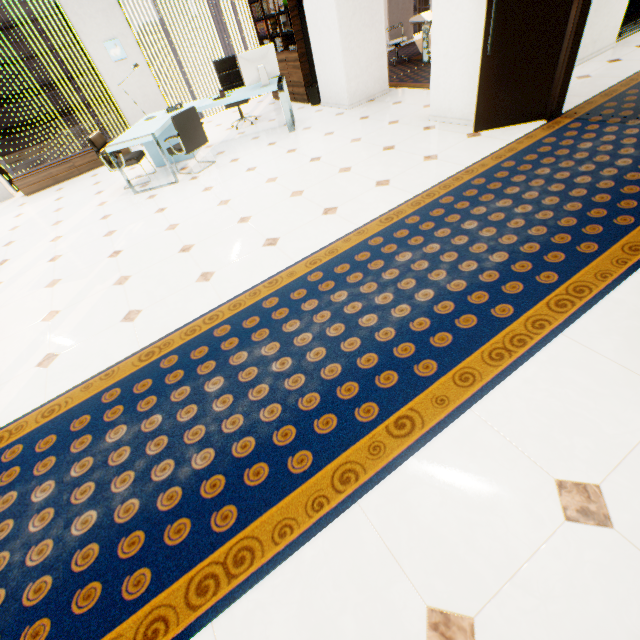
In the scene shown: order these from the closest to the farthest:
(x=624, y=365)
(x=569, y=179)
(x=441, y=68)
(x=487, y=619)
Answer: (x=487, y=619), (x=624, y=365), (x=569, y=179), (x=441, y=68)

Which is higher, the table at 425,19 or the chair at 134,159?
the table at 425,19

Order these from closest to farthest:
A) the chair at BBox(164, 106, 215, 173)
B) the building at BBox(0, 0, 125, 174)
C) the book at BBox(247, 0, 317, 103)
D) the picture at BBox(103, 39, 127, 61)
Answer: the chair at BBox(164, 106, 215, 173), the book at BBox(247, 0, 317, 103), the picture at BBox(103, 39, 127, 61), the building at BBox(0, 0, 125, 174)

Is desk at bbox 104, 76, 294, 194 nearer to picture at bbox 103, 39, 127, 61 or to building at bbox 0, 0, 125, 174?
picture at bbox 103, 39, 127, 61

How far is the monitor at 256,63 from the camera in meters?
5.2 m

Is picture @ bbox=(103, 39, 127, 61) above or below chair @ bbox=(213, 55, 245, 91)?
above

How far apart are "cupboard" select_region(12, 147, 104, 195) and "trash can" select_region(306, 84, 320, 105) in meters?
4.3

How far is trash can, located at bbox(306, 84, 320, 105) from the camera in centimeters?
Result: 671cm
